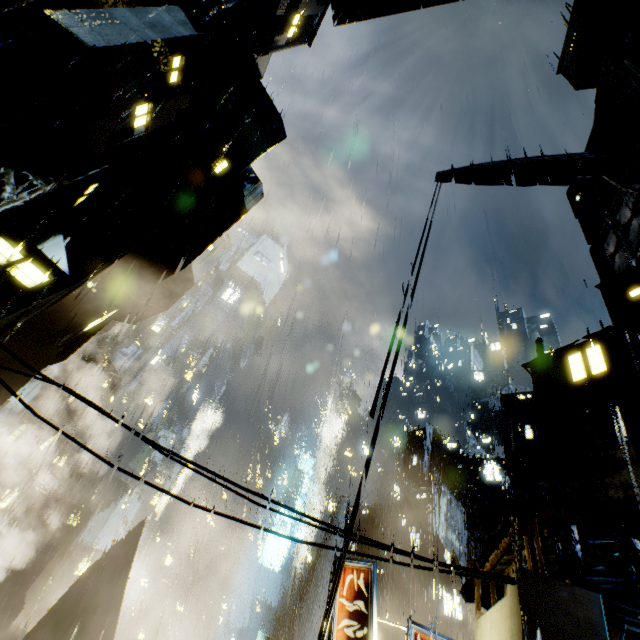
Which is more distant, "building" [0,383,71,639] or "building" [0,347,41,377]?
"building" [0,383,71,639]

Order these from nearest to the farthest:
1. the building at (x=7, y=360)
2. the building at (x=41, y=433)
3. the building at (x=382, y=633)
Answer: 1. the building at (x=7, y=360)
2. the building at (x=382, y=633)
3. the building at (x=41, y=433)

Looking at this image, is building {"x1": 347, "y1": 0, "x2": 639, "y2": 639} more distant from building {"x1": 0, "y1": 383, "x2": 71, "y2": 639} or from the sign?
building {"x1": 0, "y1": 383, "x2": 71, "y2": 639}

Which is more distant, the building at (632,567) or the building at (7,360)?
the building at (7,360)

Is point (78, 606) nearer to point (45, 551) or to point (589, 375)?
point (589, 375)
